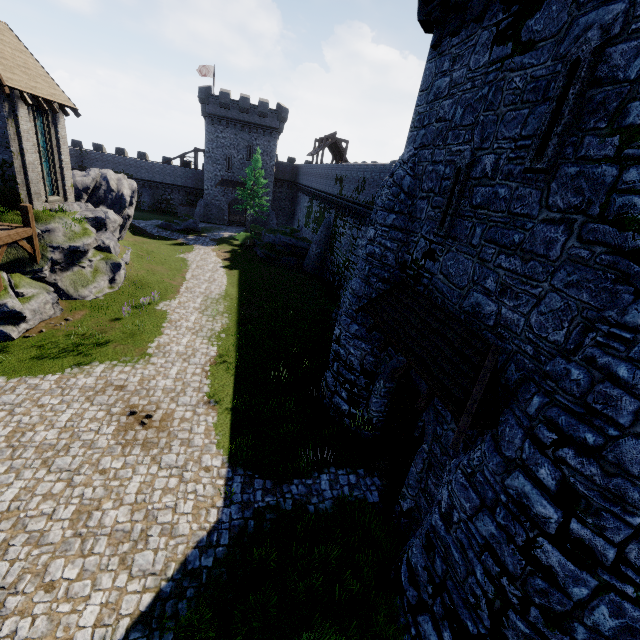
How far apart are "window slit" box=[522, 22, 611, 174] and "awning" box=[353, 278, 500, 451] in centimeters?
308cm

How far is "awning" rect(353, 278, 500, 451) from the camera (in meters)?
6.14

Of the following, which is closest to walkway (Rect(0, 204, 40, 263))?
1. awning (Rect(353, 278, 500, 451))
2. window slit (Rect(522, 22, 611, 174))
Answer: awning (Rect(353, 278, 500, 451))

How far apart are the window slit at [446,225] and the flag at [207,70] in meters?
51.9 m

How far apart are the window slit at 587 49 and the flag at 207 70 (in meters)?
53.91

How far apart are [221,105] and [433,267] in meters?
46.1 m

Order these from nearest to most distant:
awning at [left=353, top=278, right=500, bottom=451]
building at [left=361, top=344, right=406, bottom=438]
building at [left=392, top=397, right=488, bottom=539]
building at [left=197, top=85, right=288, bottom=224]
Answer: awning at [left=353, top=278, right=500, bottom=451] → building at [left=392, top=397, right=488, bottom=539] → building at [left=361, top=344, right=406, bottom=438] → building at [left=197, top=85, right=288, bottom=224]

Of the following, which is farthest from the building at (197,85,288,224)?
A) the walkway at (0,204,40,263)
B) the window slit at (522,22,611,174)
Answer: the window slit at (522,22,611,174)
